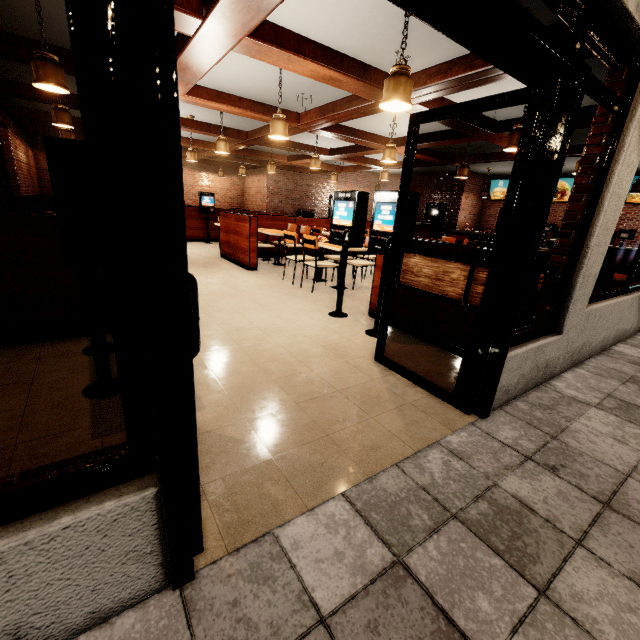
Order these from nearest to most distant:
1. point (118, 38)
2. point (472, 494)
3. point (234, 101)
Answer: point (118, 38)
point (472, 494)
point (234, 101)
